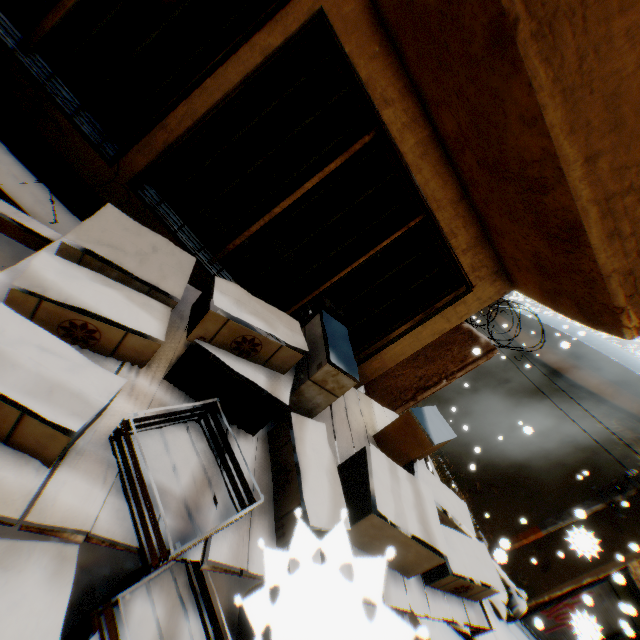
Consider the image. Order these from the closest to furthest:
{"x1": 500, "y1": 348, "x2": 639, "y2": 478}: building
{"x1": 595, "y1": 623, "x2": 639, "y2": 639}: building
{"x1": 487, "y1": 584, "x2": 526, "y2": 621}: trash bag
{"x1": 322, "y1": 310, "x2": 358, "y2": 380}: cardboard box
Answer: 1. {"x1": 322, "y1": 310, "x2": 358, "y2": 380}: cardboard box
2. {"x1": 487, "y1": 584, "x2": 526, "y2": 621}: trash bag
3. {"x1": 595, "y1": 623, "x2": 639, "y2": 639}: building
4. {"x1": 500, "y1": 348, "x2": 639, "y2": 478}: building

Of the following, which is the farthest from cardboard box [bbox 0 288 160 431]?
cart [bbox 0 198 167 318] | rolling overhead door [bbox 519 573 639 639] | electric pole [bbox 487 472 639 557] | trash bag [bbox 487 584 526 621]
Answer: rolling overhead door [bbox 519 573 639 639]

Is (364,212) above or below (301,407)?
above

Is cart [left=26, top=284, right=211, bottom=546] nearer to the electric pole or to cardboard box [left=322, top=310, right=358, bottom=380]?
cardboard box [left=322, top=310, right=358, bottom=380]

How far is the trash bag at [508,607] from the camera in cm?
789

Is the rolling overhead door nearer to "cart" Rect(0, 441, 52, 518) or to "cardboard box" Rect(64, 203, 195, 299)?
"cart" Rect(0, 441, 52, 518)

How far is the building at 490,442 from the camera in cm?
1017

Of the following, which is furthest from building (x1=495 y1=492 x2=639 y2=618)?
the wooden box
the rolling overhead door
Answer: the wooden box
